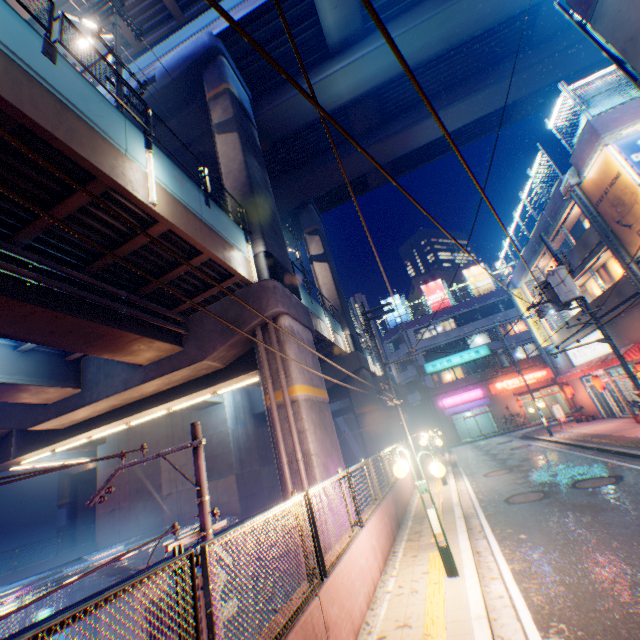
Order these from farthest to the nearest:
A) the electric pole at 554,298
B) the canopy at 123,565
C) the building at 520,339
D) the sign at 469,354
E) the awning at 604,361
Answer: the sign at 469,354
the building at 520,339
the awning at 604,361
the electric pole at 554,298
the canopy at 123,565

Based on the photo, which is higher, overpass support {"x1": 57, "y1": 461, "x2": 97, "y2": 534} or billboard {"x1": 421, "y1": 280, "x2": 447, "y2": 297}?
billboard {"x1": 421, "y1": 280, "x2": 447, "y2": 297}

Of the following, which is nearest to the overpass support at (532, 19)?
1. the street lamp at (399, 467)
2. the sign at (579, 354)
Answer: the street lamp at (399, 467)

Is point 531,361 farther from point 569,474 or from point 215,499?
point 215,499

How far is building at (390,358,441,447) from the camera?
38.84m

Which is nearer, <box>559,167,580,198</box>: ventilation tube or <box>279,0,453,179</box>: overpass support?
<box>559,167,580,198</box>: ventilation tube

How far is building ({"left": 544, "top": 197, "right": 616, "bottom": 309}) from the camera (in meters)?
16.66

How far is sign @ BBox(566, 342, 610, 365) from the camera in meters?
19.6
